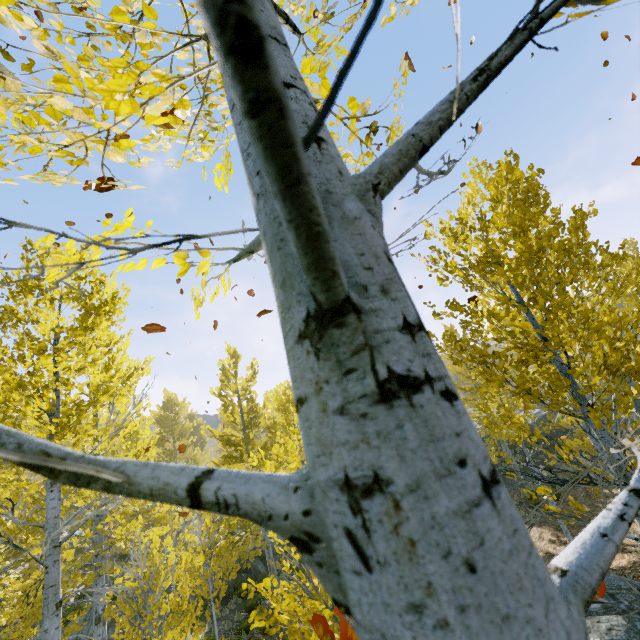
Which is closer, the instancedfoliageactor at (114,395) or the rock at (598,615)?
the instancedfoliageactor at (114,395)

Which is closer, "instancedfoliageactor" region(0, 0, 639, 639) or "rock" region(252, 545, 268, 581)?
"instancedfoliageactor" region(0, 0, 639, 639)

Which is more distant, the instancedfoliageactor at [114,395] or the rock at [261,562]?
the rock at [261,562]

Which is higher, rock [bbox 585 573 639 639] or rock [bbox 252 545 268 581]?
rock [bbox 585 573 639 639]

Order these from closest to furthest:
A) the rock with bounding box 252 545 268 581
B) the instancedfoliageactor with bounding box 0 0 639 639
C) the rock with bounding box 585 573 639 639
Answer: the instancedfoliageactor with bounding box 0 0 639 639, the rock with bounding box 585 573 639 639, the rock with bounding box 252 545 268 581

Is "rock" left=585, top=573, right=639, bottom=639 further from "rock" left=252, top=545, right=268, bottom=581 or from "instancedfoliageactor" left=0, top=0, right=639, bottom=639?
"rock" left=252, top=545, right=268, bottom=581

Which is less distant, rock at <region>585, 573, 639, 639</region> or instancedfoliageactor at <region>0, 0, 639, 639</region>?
instancedfoliageactor at <region>0, 0, 639, 639</region>

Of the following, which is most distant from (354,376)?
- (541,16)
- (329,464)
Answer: (541,16)
